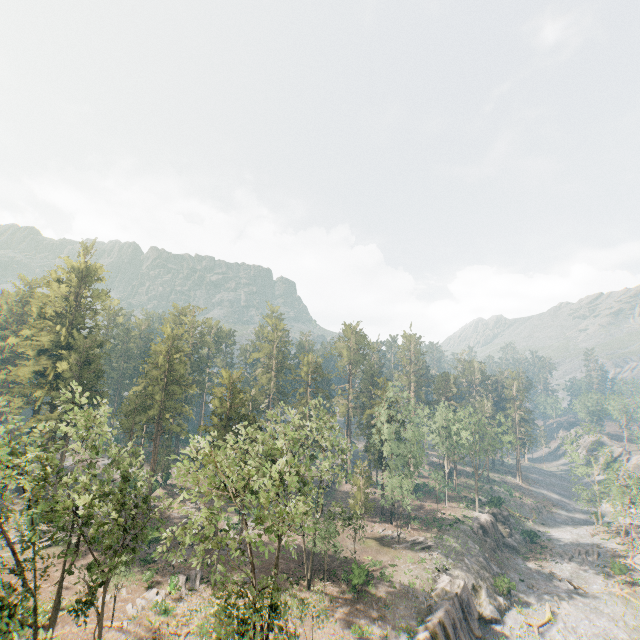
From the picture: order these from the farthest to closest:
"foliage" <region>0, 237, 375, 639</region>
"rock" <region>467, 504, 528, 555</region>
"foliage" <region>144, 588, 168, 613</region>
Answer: "rock" <region>467, 504, 528, 555</region> < "foliage" <region>144, 588, 168, 613</region> < "foliage" <region>0, 237, 375, 639</region>

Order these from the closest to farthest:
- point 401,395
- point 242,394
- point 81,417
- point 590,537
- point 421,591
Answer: point 81,417, point 421,591, point 242,394, point 401,395, point 590,537

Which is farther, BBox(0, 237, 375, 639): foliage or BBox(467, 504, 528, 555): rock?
BBox(467, 504, 528, 555): rock

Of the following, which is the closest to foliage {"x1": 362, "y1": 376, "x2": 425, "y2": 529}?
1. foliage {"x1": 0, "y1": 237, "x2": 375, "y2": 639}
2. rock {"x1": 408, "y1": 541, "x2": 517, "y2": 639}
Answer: rock {"x1": 408, "y1": 541, "x2": 517, "y2": 639}

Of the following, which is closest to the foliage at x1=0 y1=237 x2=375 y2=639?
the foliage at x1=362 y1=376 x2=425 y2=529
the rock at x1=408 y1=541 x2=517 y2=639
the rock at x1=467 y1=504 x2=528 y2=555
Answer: the rock at x1=408 y1=541 x2=517 y2=639

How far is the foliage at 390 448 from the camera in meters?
47.3

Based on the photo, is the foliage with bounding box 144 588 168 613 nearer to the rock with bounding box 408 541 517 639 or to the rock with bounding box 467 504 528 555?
the rock with bounding box 408 541 517 639

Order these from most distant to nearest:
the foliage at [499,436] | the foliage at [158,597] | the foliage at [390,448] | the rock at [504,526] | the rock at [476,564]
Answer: the foliage at [499,436], the rock at [504,526], the foliage at [390,448], the foliage at [158,597], the rock at [476,564]
